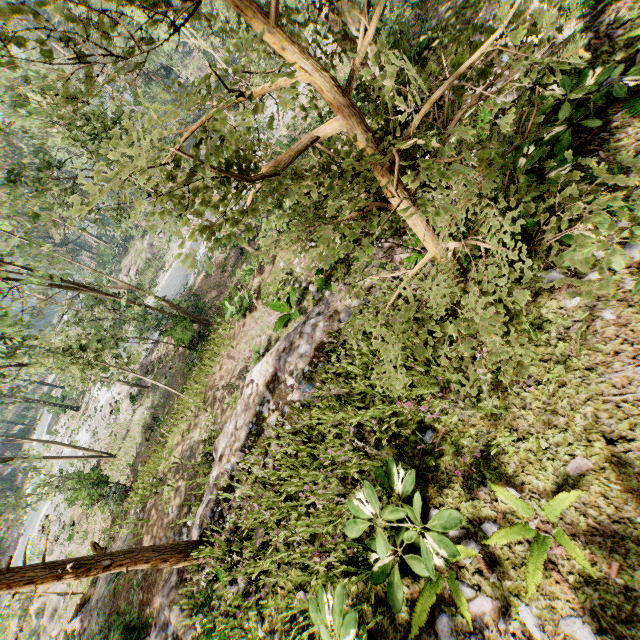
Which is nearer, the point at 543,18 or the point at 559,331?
the point at 543,18

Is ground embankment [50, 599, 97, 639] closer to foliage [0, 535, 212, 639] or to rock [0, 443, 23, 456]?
foliage [0, 535, 212, 639]

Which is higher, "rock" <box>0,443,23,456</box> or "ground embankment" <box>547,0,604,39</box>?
"ground embankment" <box>547,0,604,39</box>

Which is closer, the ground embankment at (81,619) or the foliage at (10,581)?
the foliage at (10,581)

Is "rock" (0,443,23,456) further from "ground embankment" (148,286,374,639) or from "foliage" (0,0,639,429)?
"ground embankment" (148,286,374,639)

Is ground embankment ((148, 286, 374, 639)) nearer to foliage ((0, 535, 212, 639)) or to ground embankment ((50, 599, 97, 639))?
foliage ((0, 535, 212, 639))

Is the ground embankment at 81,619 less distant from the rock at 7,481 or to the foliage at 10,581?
the foliage at 10,581

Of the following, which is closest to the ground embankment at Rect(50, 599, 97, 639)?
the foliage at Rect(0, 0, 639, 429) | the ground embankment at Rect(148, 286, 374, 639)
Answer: the foliage at Rect(0, 0, 639, 429)
